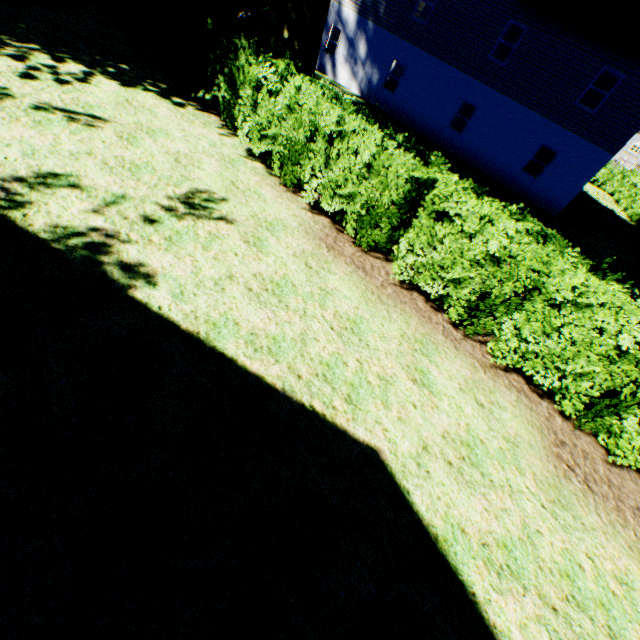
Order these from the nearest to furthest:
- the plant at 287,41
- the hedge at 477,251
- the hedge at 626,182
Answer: the hedge at 477,251 → the plant at 287,41 → the hedge at 626,182

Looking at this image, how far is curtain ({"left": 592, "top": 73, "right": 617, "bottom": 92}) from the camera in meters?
21.2

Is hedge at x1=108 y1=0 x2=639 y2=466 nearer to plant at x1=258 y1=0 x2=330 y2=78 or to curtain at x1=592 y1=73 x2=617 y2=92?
plant at x1=258 y1=0 x2=330 y2=78

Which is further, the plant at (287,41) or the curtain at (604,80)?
the curtain at (604,80)

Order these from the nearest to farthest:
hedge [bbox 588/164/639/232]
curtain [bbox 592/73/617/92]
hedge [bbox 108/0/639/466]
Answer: hedge [bbox 108/0/639/466], curtain [bbox 592/73/617/92], hedge [bbox 588/164/639/232]

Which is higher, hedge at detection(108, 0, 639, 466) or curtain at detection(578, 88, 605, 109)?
curtain at detection(578, 88, 605, 109)

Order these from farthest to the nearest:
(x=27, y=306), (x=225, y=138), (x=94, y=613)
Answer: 1. (x=225, y=138)
2. (x=27, y=306)
3. (x=94, y=613)
